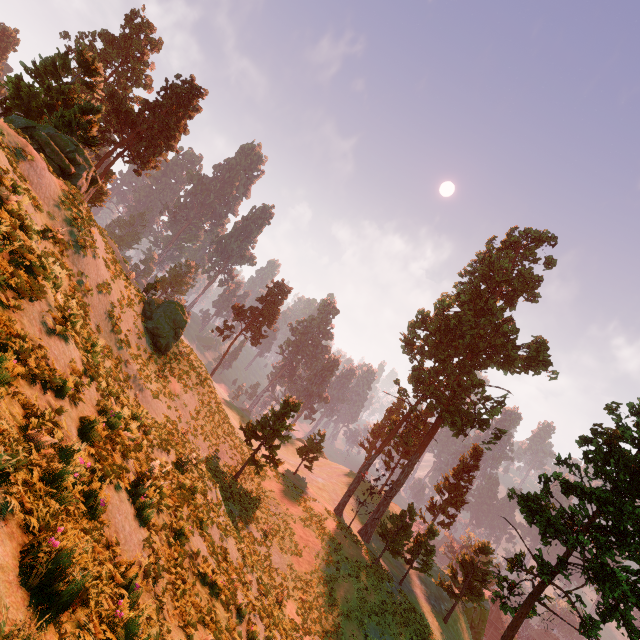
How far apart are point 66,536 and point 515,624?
24.8m

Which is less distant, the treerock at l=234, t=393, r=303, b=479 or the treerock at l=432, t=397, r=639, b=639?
the treerock at l=432, t=397, r=639, b=639

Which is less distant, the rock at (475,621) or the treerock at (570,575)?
the treerock at (570,575)

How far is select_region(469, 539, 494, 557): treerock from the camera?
33.0m

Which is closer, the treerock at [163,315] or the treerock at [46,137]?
the treerock at [46,137]
